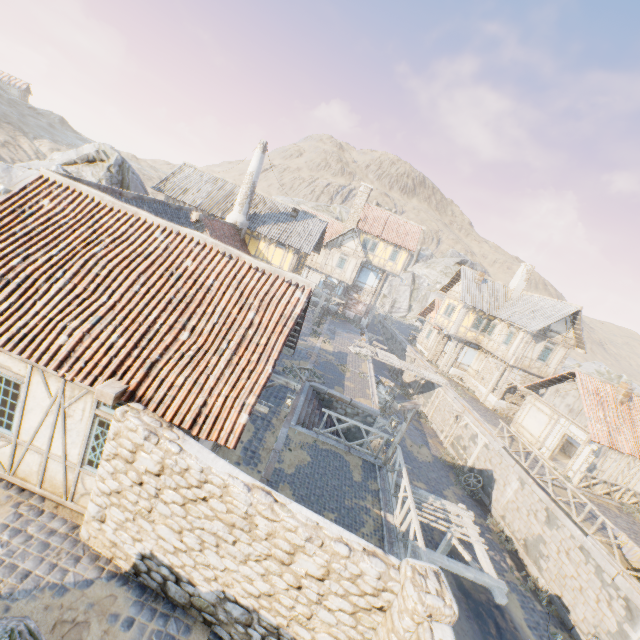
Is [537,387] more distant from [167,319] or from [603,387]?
[167,319]

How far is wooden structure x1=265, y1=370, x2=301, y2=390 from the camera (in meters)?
9.57

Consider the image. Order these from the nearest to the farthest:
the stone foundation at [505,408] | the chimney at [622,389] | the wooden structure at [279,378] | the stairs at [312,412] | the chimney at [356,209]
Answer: the wooden structure at [279,378] < the stairs at [312,412] < the chimney at [622,389] < the stone foundation at [505,408] < the chimney at [356,209]

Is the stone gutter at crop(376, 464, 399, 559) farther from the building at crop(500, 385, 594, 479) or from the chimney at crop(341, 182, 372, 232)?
the chimney at crop(341, 182, 372, 232)

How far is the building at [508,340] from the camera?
25.2m

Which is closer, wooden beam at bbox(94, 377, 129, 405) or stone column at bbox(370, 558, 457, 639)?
stone column at bbox(370, 558, 457, 639)

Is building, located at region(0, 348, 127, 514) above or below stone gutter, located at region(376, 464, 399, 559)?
above

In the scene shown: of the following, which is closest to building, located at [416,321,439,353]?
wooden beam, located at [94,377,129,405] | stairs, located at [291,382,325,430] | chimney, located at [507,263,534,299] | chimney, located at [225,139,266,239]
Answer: chimney, located at [507,263,534,299]
